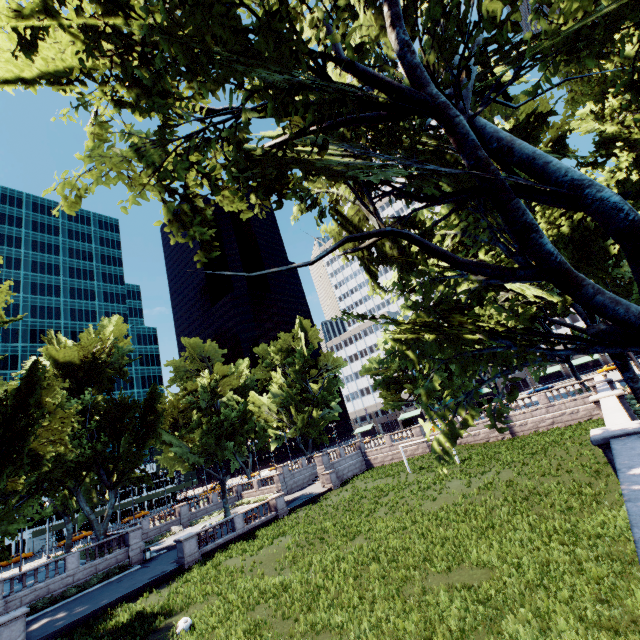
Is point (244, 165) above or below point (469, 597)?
above

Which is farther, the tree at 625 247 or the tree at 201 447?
the tree at 201 447

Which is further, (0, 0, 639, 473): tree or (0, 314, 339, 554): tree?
(0, 314, 339, 554): tree
